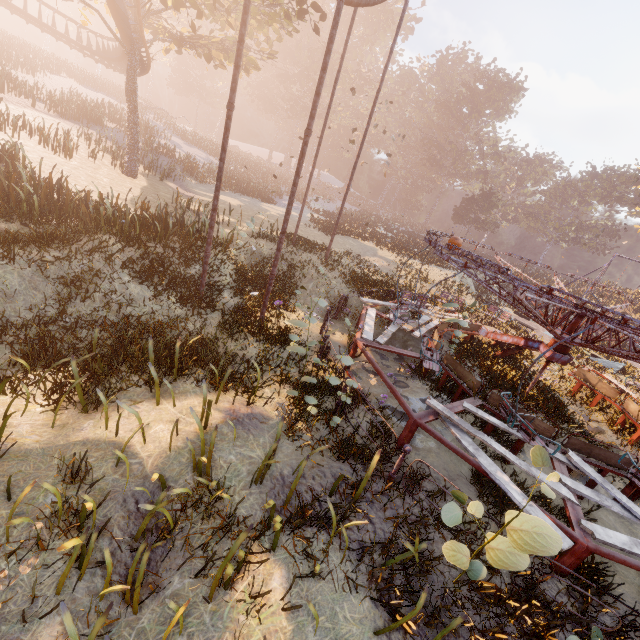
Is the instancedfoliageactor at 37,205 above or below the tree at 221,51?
below

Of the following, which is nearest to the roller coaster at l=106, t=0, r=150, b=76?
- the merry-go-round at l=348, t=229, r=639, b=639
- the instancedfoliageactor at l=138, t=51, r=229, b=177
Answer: the merry-go-round at l=348, t=229, r=639, b=639

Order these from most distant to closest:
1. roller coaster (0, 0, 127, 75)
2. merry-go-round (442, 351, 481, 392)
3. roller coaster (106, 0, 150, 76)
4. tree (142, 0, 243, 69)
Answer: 1. roller coaster (0, 0, 127, 75)
2. tree (142, 0, 243, 69)
3. roller coaster (106, 0, 150, 76)
4. merry-go-round (442, 351, 481, 392)

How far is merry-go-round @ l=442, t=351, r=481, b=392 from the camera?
8.5m

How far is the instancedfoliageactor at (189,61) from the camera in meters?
27.1

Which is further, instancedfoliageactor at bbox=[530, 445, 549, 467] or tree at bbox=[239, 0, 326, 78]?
tree at bbox=[239, 0, 326, 78]

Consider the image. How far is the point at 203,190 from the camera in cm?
2480

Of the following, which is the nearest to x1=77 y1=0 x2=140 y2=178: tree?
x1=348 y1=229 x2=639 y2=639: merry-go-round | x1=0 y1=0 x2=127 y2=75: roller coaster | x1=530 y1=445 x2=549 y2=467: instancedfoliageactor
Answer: x1=0 y1=0 x2=127 y2=75: roller coaster
